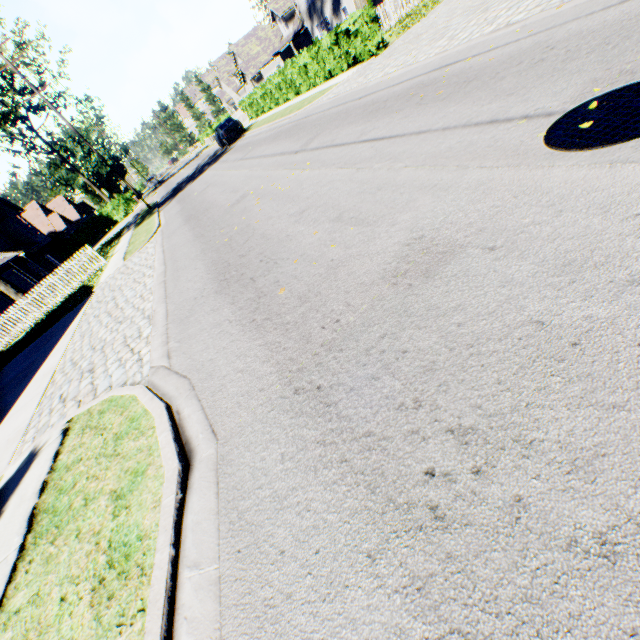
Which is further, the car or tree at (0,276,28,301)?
the car

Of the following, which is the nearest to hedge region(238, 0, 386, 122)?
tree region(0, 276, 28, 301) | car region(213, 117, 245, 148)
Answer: car region(213, 117, 245, 148)

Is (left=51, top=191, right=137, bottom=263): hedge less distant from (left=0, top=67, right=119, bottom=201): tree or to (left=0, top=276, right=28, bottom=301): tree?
(left=0, top=67, right=119, bottom=201): tree

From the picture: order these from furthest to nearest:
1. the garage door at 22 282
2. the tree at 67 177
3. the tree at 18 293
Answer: the tree at 67 177
the garage door at 22 282
the tree at 18 293

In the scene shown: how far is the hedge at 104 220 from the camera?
39.9m

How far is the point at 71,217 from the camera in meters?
50.6 m

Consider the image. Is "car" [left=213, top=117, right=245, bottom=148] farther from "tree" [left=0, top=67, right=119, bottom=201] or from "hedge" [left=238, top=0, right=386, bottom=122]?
"tree" [left=0, top=67, right=119, bottom=201]

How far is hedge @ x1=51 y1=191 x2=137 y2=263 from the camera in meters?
39.9
